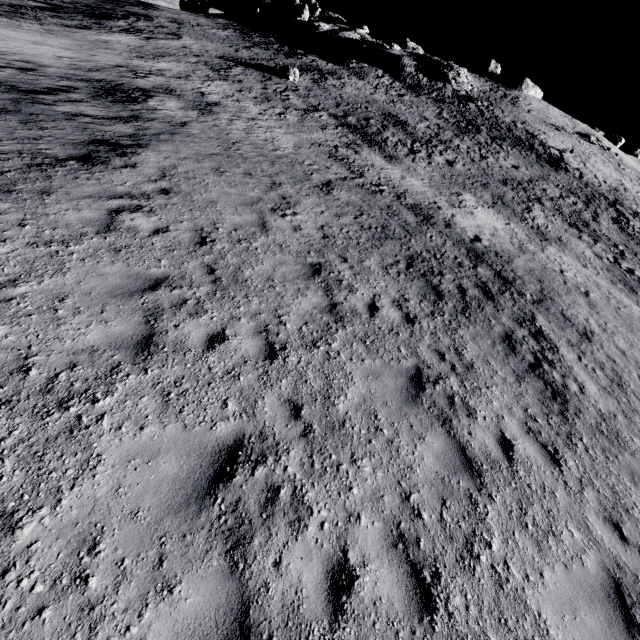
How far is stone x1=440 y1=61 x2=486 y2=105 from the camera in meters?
43.0 m

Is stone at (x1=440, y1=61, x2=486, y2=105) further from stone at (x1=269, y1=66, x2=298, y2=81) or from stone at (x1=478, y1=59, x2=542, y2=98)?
stone at (x1=269, y1=66, x2=298, y2=81)

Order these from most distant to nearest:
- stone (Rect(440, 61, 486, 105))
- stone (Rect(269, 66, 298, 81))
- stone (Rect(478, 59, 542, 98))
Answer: stone (Rect(478, 59, 542, 98)), stone (Rect(440, 61, 486, 105)), stone (Rect(269, 66, 298, 81))

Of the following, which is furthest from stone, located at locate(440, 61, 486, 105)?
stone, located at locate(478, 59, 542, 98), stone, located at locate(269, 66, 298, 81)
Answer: stone, located at locate(269, 66, 298, 81)

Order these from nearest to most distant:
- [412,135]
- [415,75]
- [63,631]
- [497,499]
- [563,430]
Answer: [63,631] < [497,499] < [563,430] < [412,135] < [415,75]

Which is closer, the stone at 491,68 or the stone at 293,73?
the stone at 293,73

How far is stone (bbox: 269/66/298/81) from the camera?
31.0 meters

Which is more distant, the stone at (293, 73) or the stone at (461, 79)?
the stone at (461, 79)
